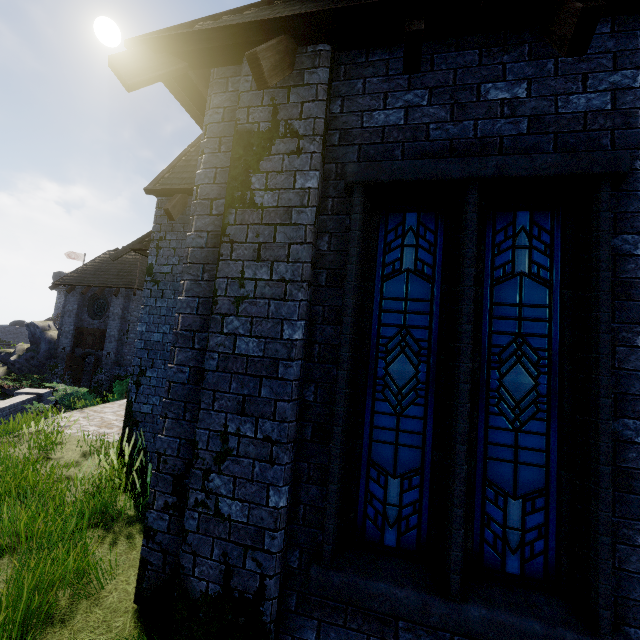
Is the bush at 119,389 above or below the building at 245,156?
below

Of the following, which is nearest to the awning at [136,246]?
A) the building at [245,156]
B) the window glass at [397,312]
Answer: the building at [245,156]

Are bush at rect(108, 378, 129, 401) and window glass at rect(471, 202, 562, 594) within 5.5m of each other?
no

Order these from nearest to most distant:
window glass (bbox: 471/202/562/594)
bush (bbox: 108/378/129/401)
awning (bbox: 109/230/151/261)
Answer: window glass (bbox: 471/202/562/594), awning (bbox: 109/230/151/261), bush (bbox: 108/378/129/401)

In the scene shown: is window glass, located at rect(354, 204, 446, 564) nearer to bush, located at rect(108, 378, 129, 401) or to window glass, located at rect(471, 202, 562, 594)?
window glass, located at rect(471, 202, 562, 594)

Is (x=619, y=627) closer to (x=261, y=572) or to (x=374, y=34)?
(x=261, y=572)

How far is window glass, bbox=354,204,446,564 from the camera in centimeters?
290cm

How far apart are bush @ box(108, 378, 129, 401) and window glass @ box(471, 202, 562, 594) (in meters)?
18.95
